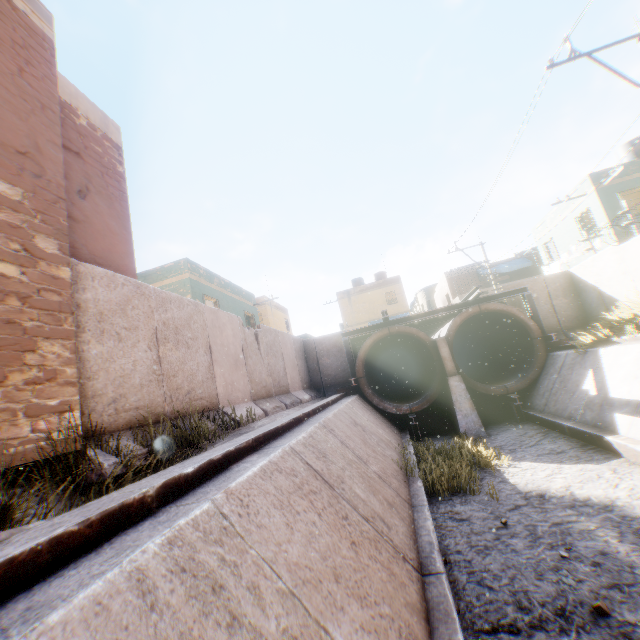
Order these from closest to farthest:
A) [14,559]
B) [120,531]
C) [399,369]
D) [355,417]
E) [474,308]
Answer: [14,559] < [120,531] < [355,417] < [474,308] < [399,369]

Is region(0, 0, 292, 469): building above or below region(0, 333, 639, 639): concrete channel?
above

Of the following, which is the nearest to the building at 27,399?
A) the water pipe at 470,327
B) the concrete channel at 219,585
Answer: the concrete channel at 219,585

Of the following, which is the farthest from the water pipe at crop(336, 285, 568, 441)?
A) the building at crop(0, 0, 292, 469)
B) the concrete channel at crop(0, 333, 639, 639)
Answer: the building at crop(0, 0, 292, 469)

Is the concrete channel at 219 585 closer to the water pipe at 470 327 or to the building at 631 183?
the water pipe at 470 327

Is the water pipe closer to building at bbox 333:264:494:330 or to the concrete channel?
the concrete channel

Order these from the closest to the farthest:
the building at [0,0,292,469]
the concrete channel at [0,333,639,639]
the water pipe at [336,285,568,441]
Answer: the concrete channel at [0,333,639,639] → the building at [0,0,292,469] → the water pipe at [336,285,568,441]

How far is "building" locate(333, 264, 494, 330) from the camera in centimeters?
2998cm
